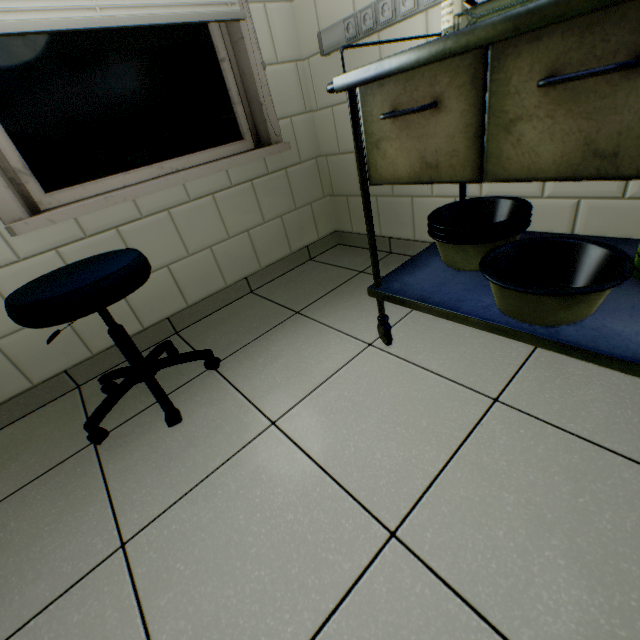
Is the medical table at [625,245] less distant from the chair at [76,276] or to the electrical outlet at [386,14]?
the electrical outlet at [386,14]

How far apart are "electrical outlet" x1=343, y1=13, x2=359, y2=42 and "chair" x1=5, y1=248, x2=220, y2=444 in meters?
1.6

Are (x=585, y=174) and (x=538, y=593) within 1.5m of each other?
yes

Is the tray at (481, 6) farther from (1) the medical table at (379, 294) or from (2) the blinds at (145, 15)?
(2) the blinds at (145, 15)

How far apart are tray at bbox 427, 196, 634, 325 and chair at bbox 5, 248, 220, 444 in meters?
1.0

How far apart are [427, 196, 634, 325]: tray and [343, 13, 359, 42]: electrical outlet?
0.7 meters

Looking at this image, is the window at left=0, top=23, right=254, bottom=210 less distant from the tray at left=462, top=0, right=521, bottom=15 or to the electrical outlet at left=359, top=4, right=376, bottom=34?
the electrical outlet at left=359, top=4, right=376, bottom=34

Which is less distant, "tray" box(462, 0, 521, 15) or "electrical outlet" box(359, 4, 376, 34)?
"tray" box(462, 0, 521, 15)
